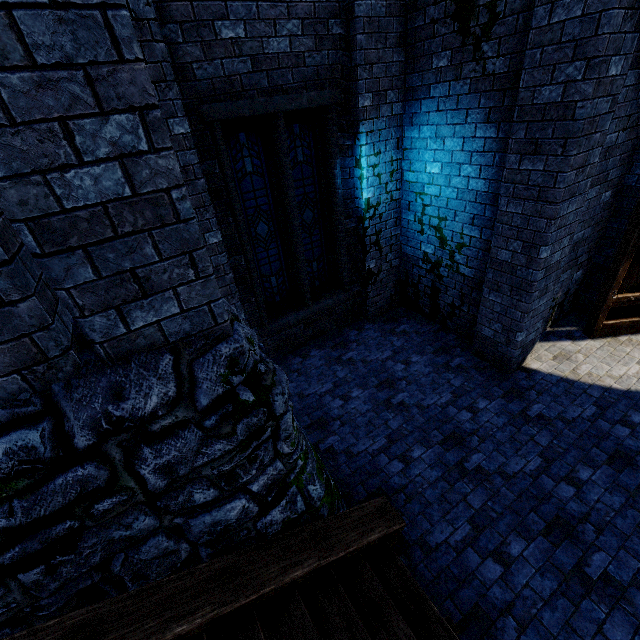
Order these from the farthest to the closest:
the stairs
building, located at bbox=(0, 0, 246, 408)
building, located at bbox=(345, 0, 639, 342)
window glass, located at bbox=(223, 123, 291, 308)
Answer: window glass, located at bbox=(223, 123, 291, 308)
building, located at bbox=(345, 0, 639, 342)
the stairs
building, located at bbox=(0, 0, 246, 408)

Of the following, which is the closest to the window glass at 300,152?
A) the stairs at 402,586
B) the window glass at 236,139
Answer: the window glass at 236,139

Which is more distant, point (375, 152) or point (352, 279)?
point (352, 279)

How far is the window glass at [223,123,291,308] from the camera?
5.21m

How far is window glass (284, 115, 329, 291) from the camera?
5.6m

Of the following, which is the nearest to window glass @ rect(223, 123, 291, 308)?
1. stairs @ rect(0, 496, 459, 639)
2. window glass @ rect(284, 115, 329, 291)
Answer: window glass @ rect(284, 115, 329, 291)

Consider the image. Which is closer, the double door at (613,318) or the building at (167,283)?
the building at (167,283)

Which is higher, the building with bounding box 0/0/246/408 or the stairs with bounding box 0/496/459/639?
the building with bounding box 0/0/246/408
